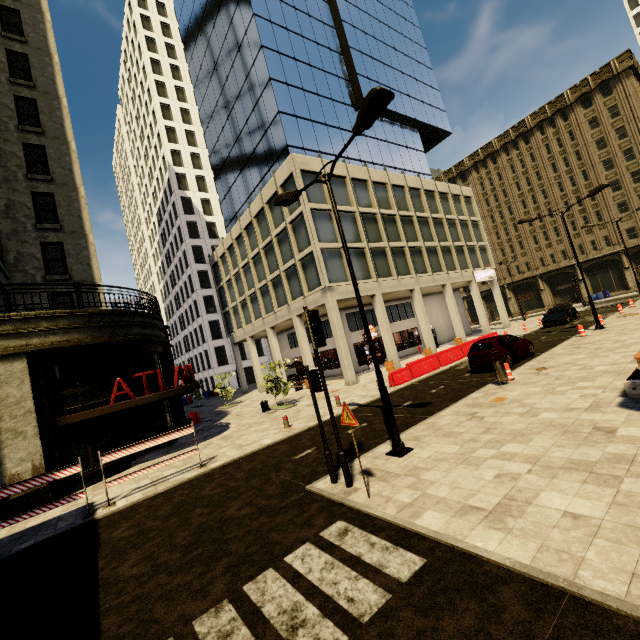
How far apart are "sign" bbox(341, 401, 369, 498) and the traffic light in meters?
0.6 m

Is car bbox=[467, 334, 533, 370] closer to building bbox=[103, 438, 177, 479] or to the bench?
the bench

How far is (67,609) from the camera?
5.1 meters

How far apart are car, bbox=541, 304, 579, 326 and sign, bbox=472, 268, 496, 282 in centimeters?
729cm

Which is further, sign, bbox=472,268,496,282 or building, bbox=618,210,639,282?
building, bbox=618,210,639,282

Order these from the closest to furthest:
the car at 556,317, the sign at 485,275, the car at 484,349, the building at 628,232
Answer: the car at 484,349, the car at 556,317, the sign at 485,275, the building at 628,232

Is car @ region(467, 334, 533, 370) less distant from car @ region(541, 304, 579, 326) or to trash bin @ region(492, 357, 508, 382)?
trash bin @ region(492, 357, 508, 382)

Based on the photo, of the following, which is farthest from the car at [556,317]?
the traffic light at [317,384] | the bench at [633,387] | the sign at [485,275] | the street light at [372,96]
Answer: the traffic light at [317,384]
